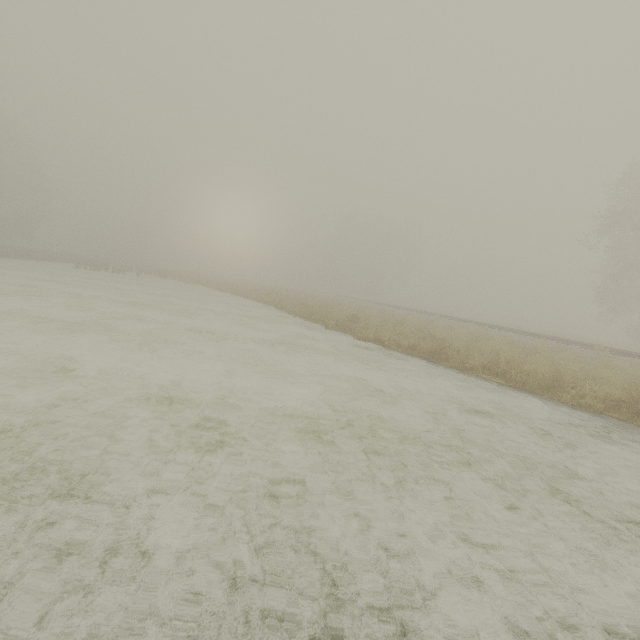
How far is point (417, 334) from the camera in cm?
1289
